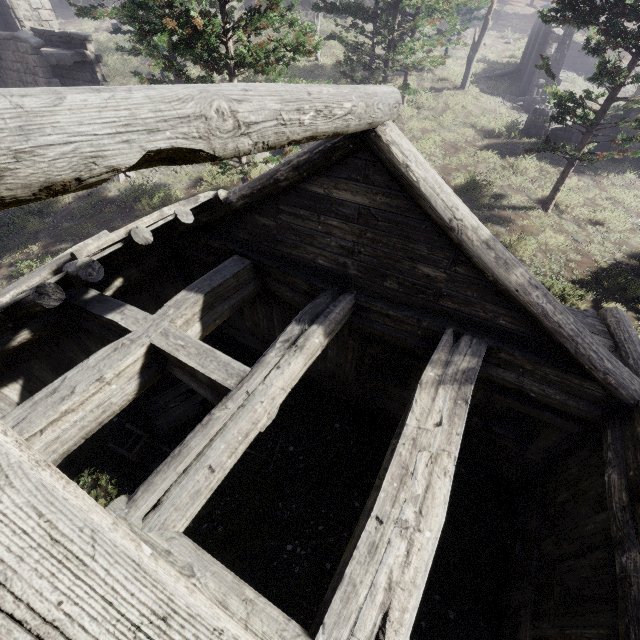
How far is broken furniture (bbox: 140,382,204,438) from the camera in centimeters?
761cm

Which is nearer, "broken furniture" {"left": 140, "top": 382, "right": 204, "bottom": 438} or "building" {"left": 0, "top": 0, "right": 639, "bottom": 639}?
"building" {"left": 0, "top": 0, "right": 639, "bottom": 639}

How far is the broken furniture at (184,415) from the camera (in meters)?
7.61

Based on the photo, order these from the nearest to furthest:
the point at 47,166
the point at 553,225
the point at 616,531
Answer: the point at 47,166, the point at 616,531, the point at 553,225

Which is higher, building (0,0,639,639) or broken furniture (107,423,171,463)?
building (0,0,639,639)

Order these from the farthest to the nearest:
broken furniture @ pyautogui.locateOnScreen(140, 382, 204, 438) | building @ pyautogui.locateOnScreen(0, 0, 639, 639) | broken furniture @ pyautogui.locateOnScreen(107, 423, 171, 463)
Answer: broken furniture @ pyautogui.locateOnScreen(140, 382, 204, 438) → broken furniture @ pyautogui.locateOnScreen(107, 423, 171, 463) → building @ pyautogui.locateOnScreen(0, 0, 639, 639)

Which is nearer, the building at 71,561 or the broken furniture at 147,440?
the building at 71,561
